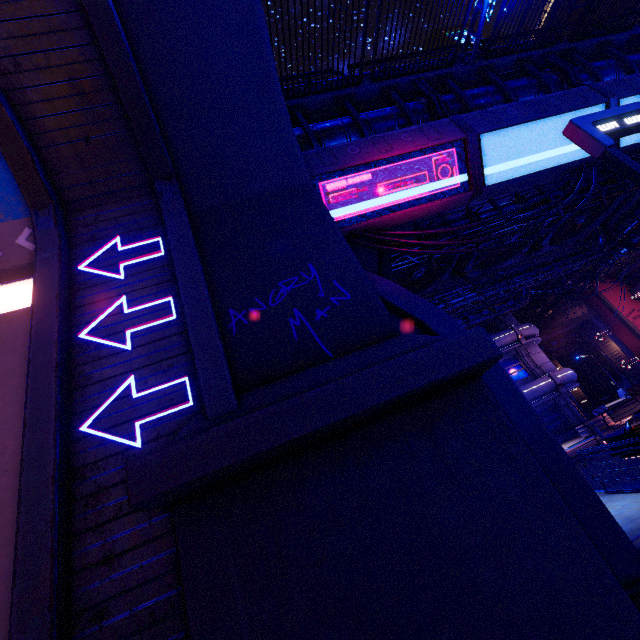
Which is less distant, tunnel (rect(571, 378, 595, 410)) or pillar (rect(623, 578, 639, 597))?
Result: pillar (rect(623, 578, 639, 597))

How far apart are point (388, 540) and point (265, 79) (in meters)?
8.06

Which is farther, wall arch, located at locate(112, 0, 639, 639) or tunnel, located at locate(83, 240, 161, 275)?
tunnel, located at locate(83, 240, 161, 275)

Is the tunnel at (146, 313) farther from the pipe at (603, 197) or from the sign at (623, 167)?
the pipe at (603, 197)

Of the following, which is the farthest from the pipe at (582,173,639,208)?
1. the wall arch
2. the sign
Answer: the sign

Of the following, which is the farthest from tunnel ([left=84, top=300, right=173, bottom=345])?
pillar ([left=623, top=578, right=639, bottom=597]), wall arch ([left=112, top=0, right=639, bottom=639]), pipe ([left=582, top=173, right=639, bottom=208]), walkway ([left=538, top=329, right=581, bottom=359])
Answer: walkway ([left=538, top=329, right=581, bottom=359])

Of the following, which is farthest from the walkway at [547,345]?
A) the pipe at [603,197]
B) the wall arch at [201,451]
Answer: the wall arch at [201,451]

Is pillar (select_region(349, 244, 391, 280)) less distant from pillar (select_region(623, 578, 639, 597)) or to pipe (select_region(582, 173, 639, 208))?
pipe (select_region(582, 173, 639, 208))
